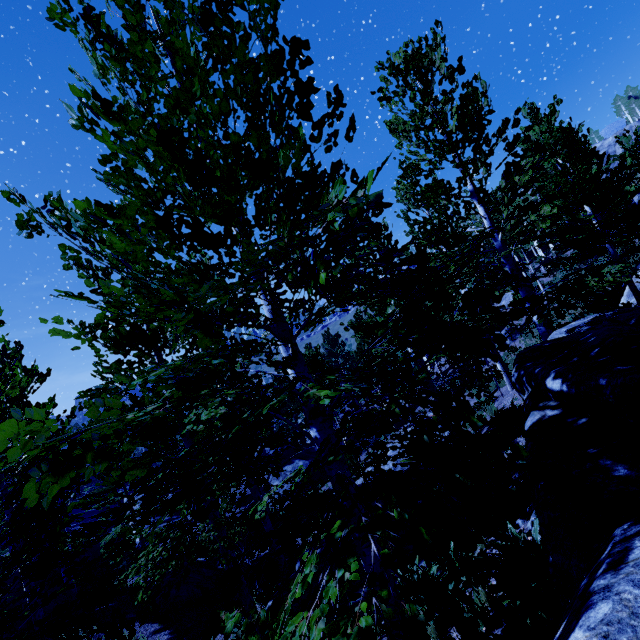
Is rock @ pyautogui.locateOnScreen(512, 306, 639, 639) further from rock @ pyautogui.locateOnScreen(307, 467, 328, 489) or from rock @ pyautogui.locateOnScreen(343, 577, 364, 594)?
rock @ pyautogui.locateOnScreen(307, 467, 328, 489)

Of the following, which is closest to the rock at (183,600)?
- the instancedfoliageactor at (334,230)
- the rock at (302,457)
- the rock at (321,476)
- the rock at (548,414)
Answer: the instancedfoliageactor at (334,230)

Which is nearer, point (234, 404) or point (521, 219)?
point (234, 404)

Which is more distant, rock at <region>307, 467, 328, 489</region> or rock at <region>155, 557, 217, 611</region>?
rock at <region>307, 467, 328, 489</region>

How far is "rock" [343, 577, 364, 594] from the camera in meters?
6.6

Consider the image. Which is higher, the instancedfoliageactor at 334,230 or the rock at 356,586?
the instancedfoliageactor at 334,230

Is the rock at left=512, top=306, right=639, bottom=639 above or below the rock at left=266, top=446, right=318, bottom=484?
above

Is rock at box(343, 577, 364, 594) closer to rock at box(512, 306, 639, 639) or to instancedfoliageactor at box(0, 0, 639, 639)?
instancedfoliageactor at box(0, 0, 639, 639)
